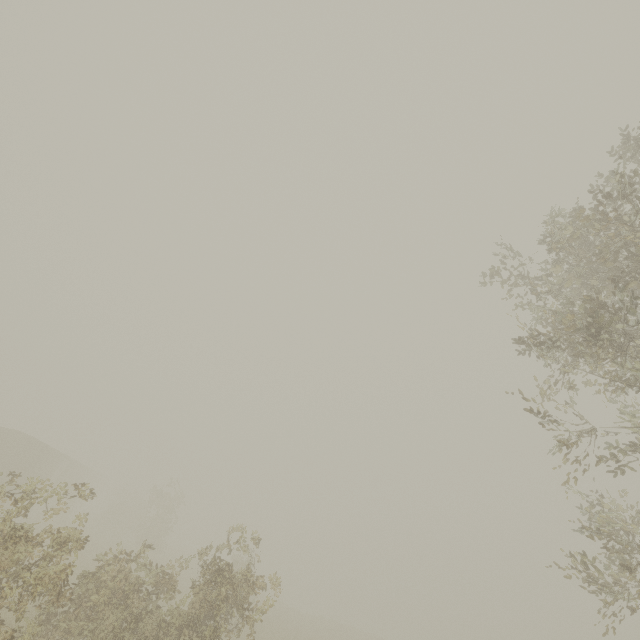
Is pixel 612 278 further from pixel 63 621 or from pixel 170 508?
pixel 170 508
